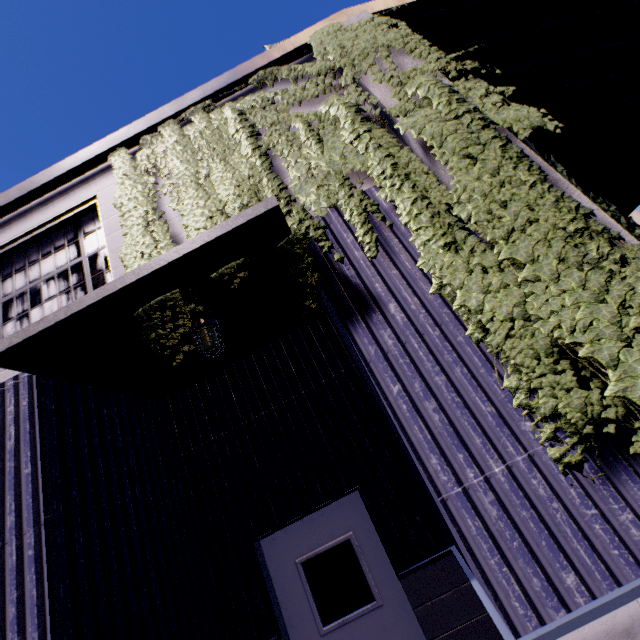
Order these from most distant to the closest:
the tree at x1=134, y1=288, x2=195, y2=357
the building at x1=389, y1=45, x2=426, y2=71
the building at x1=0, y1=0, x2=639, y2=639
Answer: the building at x1=389, y1=45, x2=426, y2=71, the tree at x1=134, y1=288, x2=195, y2=357, the building at x1=0, y1=0, x2=639, y2=639

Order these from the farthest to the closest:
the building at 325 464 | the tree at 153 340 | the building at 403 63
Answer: the building at 403 63 < the tree at 153 340 < the building at 325 464

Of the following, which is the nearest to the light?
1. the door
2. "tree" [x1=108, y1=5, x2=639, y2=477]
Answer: "tree" [x1=108, y1=5, x2=639, y2=477]

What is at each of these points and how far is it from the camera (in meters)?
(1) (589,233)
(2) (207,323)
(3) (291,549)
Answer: (1) tree, 2.32
(2) light, 3.72
(3) door, 4.14

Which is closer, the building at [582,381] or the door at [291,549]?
the building at [582,381]

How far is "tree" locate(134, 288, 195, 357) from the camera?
3.0m

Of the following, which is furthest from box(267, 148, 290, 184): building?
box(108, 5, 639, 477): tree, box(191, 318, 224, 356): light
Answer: box(191, 318, 224, 356): light

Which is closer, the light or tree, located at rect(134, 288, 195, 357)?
tree, located at rect(134, 288, 195, 357)
